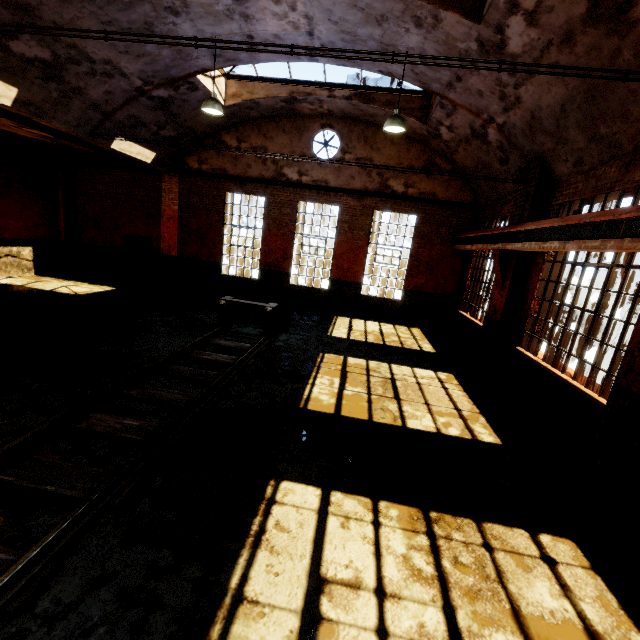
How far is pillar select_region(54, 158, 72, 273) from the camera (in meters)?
14.01

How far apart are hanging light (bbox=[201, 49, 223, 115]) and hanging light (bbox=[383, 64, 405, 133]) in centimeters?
418cm

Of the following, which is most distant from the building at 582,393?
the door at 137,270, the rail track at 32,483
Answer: the rail track at 32,483

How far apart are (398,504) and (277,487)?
1.5m

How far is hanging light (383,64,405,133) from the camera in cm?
765

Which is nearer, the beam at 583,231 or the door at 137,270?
the beam at 583,231

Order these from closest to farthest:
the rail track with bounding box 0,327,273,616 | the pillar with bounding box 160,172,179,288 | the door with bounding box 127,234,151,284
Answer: the rail track with bounding box 0,327,273,616 < the pillar with bounding box 160,172,179,288 < the door with bounding box 127,234,151,284

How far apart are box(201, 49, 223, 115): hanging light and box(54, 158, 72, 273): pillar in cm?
988
